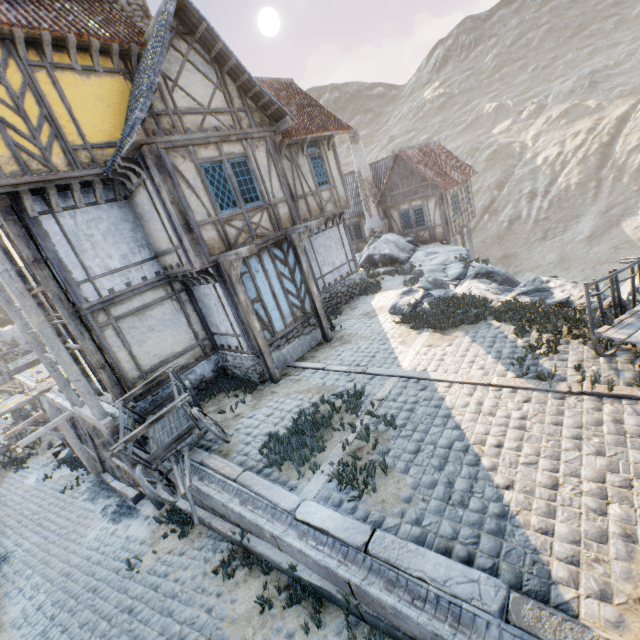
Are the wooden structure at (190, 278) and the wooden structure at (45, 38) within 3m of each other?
no

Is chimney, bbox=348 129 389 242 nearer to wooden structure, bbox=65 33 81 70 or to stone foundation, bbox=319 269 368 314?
stone foundation, bbox=319 269 368 314

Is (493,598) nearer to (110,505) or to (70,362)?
(70,362)

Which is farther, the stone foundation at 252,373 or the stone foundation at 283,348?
the stone foundation at 283,348

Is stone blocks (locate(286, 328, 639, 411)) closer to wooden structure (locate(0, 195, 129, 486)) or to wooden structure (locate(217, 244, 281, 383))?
wooden structure (locate(0, 195, 129, 486))

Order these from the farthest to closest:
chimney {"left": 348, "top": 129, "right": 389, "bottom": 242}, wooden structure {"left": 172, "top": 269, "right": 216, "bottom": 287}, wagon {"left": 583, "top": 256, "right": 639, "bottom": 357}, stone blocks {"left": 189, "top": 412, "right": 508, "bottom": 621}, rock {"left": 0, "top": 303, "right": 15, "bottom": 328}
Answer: rock {"left": 0, "top": 303, "right": 15, "bottom": 328}, chimney {"left": 348, "top": 129, "right": 389, "bottom": 242}, wooden structure {"left": 172, "top": 269, "right": 216, "bottom": 287}, wagon {"left": 583, "top": 256, "right": 639, "bottom": 357}, stone blocks {"left": 189, "top": 412, "right": 508, "bottom": 621}

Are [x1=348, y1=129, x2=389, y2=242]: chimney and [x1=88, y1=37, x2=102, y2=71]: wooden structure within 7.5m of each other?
no

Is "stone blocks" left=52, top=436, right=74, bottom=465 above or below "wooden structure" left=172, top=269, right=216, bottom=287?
below
